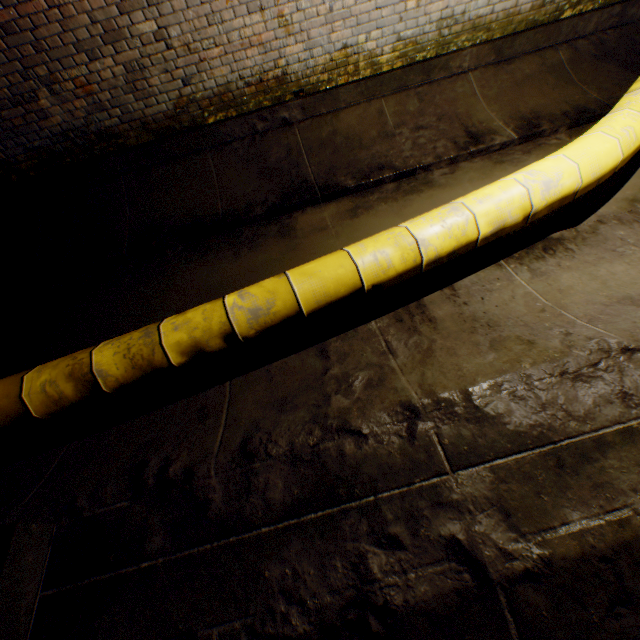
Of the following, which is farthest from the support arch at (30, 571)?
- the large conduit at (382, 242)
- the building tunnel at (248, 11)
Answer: the large conduit at (382, 242)

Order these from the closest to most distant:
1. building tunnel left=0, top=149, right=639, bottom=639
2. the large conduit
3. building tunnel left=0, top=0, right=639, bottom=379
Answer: building tunnel left=0, top=149, right=639, bottom=639 → the large conduit → building tunnel left=0, top=0, right=639, bottom=379

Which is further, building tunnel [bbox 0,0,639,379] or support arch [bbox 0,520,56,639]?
building tunnel [bbox 0,0,639,379]

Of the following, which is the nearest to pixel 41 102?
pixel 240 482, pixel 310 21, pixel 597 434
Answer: pixel 310 21

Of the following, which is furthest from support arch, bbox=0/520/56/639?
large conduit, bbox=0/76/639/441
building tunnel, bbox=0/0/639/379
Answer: large conduit, bbox=0/76/639/441

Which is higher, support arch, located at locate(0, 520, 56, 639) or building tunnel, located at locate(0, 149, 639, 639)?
support arch, located at locate(0, 520, 56, 639)

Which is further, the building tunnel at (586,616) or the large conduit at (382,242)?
the large conduit at (382,242)
